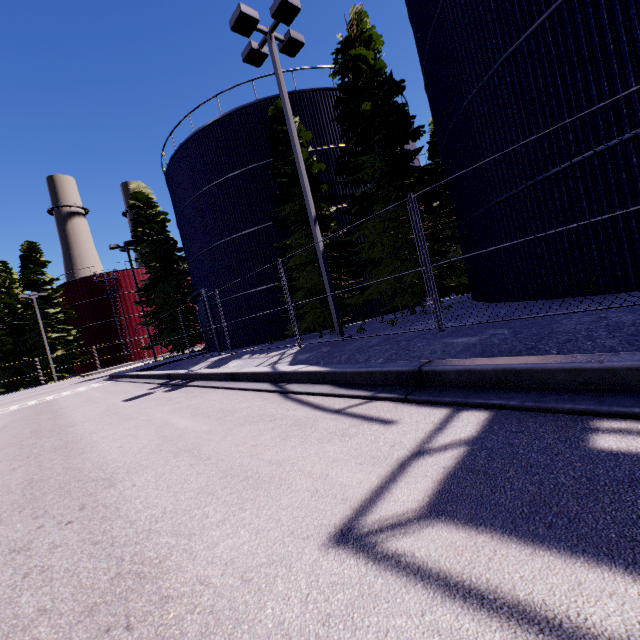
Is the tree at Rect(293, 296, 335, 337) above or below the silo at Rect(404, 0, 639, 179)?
below

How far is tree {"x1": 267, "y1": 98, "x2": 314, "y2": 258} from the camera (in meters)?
13.74

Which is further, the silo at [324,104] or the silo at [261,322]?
the silo at [261,322]

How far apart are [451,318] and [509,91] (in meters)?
5.80

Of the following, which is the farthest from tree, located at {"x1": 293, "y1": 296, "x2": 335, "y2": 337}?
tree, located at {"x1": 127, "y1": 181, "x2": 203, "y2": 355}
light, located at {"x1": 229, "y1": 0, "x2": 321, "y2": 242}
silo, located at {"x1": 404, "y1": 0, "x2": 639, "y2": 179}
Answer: tree, located at {"x1": 127, "y1": 181, "x2": 203, "y2": 355}

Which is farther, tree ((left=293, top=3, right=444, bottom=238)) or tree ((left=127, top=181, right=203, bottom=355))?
tree ((left=127, top=181, right=203, bottom=355))

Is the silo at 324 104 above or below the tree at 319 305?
above

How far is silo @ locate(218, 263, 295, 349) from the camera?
16.98m
